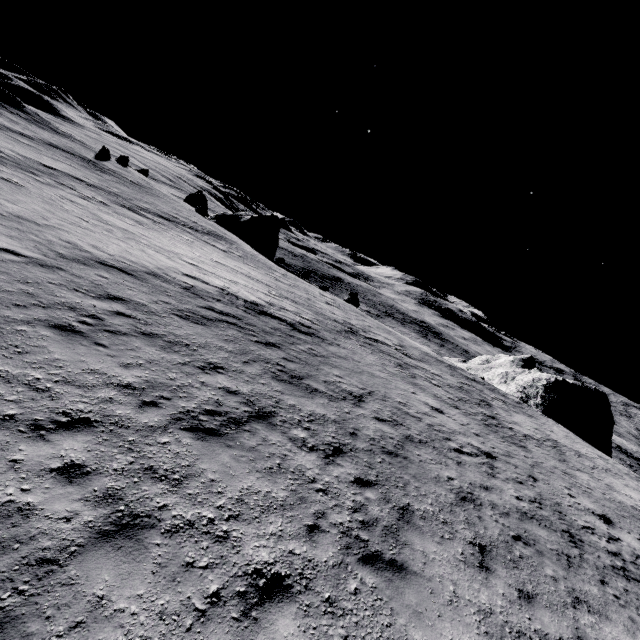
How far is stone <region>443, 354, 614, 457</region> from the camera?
33.2 meters

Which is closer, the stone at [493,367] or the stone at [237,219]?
the stone at [493,367]

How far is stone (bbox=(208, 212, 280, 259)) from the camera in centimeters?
4834cm

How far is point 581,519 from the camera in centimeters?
1248cm

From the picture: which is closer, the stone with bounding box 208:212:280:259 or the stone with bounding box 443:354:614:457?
the stone with bounding box 443:354:614:457

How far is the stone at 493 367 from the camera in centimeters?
3316cm
